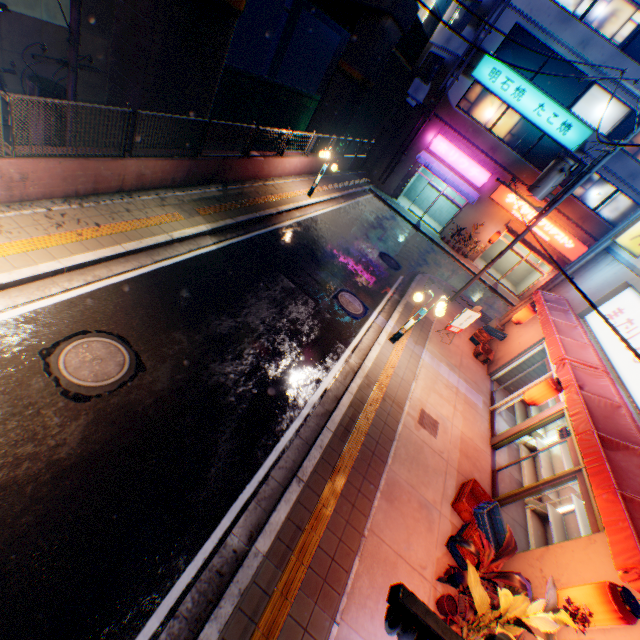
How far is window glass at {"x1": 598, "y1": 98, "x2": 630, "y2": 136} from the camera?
18.09m

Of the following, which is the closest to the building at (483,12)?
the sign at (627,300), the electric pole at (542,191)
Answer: the electric pole at (542,191)

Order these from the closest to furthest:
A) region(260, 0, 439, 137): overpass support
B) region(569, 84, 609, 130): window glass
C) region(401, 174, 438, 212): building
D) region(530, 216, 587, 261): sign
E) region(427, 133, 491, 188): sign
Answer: region(260, 0, 439, 137): overpass support, region(569, 84, 609, 130): window glass, region(530, 216, 587, 261): sign, region(427, 133, 491, 188): sign, region(401, 174, 438, 212): building

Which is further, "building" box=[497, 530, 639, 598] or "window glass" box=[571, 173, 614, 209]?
"window glass" box=[571, 173, 614, 209]

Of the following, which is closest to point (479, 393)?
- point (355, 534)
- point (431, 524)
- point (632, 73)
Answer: point (431, 524)

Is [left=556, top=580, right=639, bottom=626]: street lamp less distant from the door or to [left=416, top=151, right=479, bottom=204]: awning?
the door

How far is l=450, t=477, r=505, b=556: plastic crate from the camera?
6.39m

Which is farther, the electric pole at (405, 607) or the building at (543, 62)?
the building at (543, 62)
